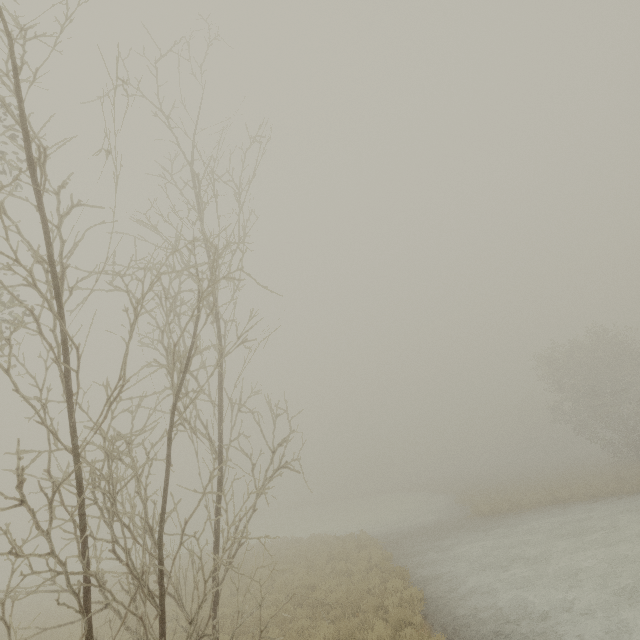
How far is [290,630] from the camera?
9.60m
